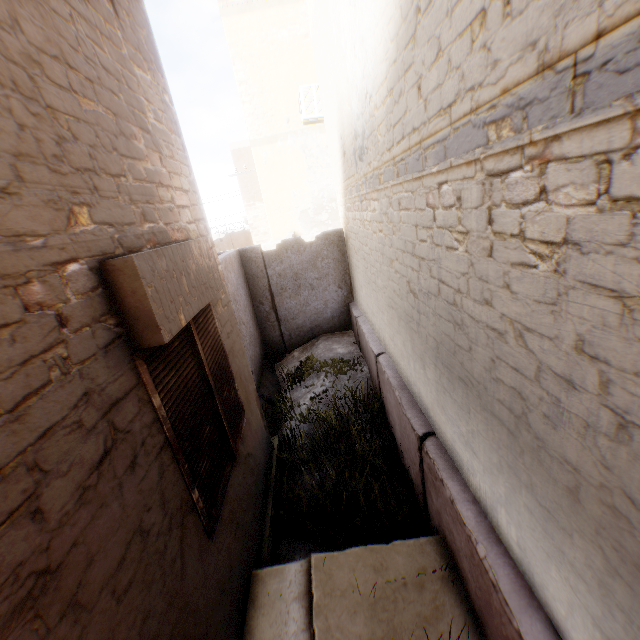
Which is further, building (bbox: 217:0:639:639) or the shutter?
the shutter

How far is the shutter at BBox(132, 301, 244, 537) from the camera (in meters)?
2.14

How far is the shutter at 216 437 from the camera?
2.1 meters

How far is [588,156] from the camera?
1.03m

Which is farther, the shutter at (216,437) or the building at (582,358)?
the shutter at (216,437)
